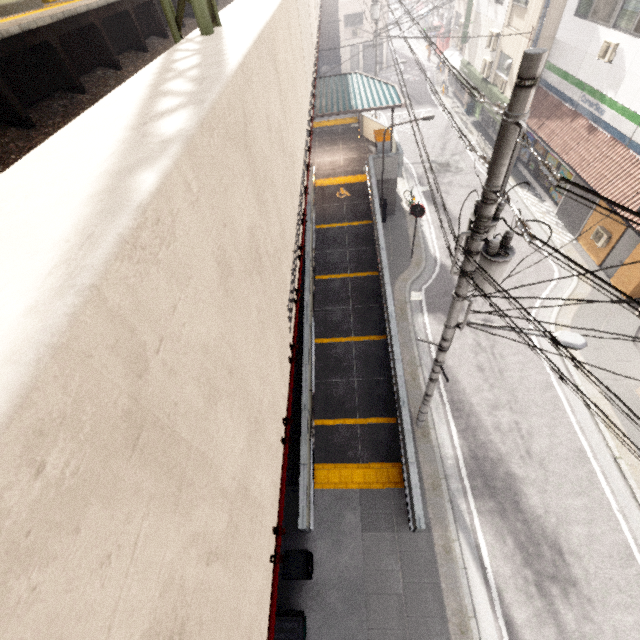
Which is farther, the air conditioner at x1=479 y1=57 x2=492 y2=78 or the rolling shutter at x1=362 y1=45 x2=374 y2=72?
the rolling shutter at x1=362 y1=45 x2=374 y2=72

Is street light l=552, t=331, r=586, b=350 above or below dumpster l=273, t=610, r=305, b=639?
above

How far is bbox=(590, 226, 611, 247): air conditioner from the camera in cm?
1319

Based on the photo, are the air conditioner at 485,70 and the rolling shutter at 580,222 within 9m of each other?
no

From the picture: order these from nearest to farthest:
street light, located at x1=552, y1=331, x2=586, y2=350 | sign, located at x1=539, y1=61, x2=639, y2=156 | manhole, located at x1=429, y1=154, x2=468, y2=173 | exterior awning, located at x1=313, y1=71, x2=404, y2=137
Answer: street light, located at x1=552, y1=331, x2=586, y2=350, sign, located at x1=539, y1=61, x2=639, y2=156, exterior awning, located at x1=313, y1=71, x2=404, y2=137, manhole, located at x1=429, y1=154, x2=468, y2=173

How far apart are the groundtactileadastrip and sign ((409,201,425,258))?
9.6m

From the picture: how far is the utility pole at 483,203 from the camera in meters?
3.3 m

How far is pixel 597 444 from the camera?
9.6 meters
